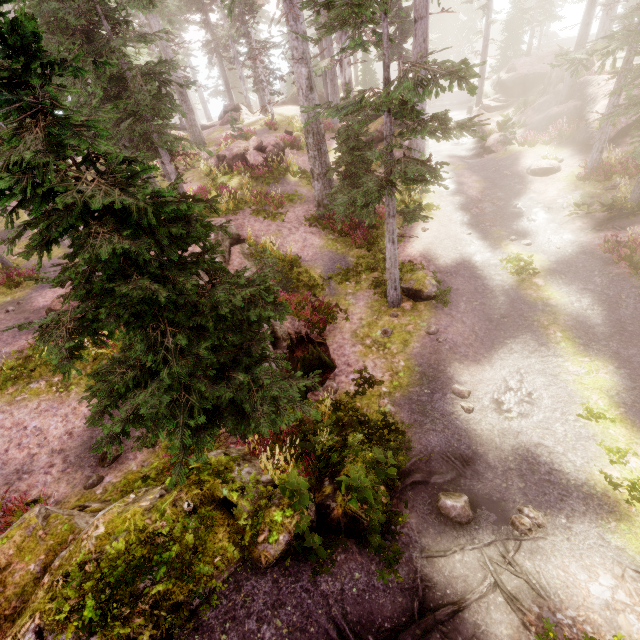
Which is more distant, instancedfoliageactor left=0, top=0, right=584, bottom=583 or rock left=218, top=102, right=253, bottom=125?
rock left=218, top=102, right=253, bottom=125

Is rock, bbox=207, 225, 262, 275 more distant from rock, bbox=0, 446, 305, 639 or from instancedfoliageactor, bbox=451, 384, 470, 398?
rock, bbox=0, 446, 305, 639

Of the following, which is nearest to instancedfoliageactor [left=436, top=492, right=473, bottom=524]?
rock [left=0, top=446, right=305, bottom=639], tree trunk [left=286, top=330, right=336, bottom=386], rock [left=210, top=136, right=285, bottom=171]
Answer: rock [left=0, top=446, right=305, bottom=639]

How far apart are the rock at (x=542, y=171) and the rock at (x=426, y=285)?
11.3m

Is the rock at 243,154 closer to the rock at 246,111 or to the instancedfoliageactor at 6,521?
the instancedfoliageactor at 6,521

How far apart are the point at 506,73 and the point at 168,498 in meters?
40.5

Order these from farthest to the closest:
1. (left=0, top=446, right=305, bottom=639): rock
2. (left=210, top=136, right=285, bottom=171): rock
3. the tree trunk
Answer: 1. (left=210, top=136, right=285, bottom=171): rock
2. the tree trunk
3. (left=0, top=446, right=305, bottom=639): rock
